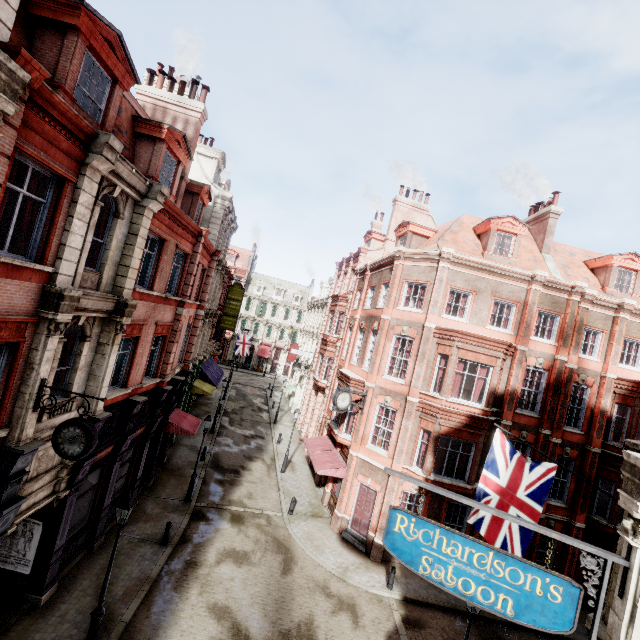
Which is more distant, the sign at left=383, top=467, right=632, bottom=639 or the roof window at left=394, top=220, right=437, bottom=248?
the roof window at left=394, top=220, right=437, bottom=248

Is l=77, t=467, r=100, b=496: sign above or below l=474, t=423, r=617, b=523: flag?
below

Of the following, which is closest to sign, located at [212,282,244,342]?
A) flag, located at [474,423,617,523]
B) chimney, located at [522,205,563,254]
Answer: chimney, located at [522,205,563,254]

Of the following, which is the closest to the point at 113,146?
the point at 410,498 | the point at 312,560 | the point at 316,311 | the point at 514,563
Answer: the point at 514,563

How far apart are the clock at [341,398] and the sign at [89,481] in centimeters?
1046cm

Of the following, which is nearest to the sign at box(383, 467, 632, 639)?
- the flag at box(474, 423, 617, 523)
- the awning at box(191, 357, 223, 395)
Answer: the flag at box(474, 423, 617, 523)

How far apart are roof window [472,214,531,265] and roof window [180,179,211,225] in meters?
16.3 m

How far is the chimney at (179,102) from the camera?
15.5m
